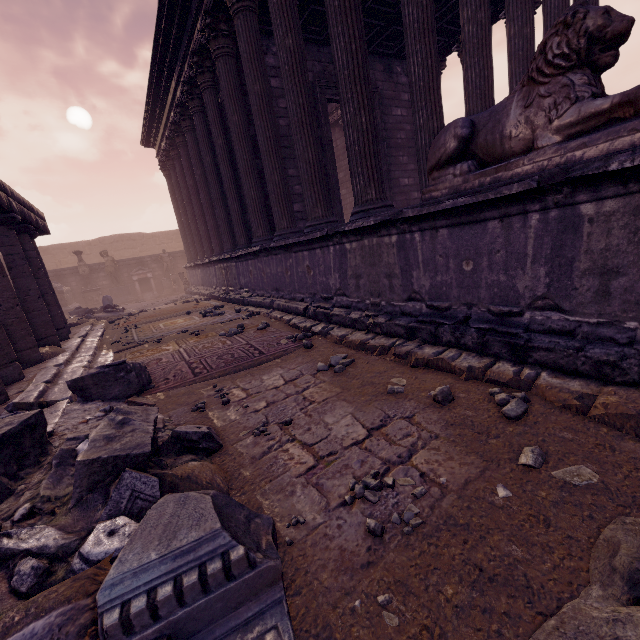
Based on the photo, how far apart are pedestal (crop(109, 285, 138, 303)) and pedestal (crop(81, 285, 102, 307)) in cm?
12

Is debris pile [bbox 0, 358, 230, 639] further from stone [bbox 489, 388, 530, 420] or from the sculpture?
the sculpture

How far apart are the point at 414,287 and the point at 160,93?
12.78m

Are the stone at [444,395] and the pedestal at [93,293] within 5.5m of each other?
no

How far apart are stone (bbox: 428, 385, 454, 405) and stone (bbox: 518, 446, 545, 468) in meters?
0.6

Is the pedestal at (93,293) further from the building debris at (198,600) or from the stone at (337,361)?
the building debris at (198,600)

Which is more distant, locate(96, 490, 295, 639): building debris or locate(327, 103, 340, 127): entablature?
locate(327, 103, 340, 127): entablature

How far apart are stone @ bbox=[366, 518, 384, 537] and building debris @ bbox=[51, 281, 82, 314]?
19.38m
